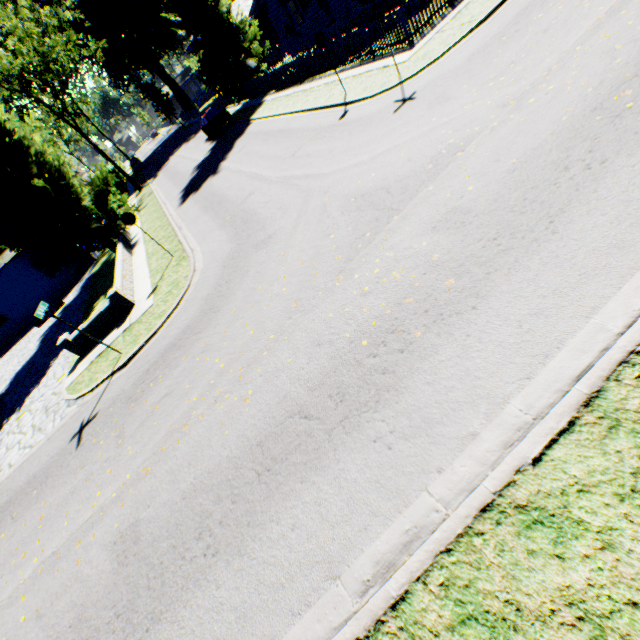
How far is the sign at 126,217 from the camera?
12.09m

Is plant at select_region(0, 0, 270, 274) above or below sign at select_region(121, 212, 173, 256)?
above

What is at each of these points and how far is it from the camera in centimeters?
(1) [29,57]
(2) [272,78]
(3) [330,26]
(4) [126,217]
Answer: (1) plant, 2655cm
(2) fence, 2400cm
(3) house, 2236cm
(4) sign, 1215cm

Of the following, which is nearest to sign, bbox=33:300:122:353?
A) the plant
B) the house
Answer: the plant

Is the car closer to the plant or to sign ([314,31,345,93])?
the plant

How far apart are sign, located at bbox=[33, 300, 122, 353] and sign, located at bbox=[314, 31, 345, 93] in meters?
13.0

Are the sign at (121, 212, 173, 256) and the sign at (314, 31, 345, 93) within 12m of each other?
yes

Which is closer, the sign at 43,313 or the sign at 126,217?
the sign at 43,313
